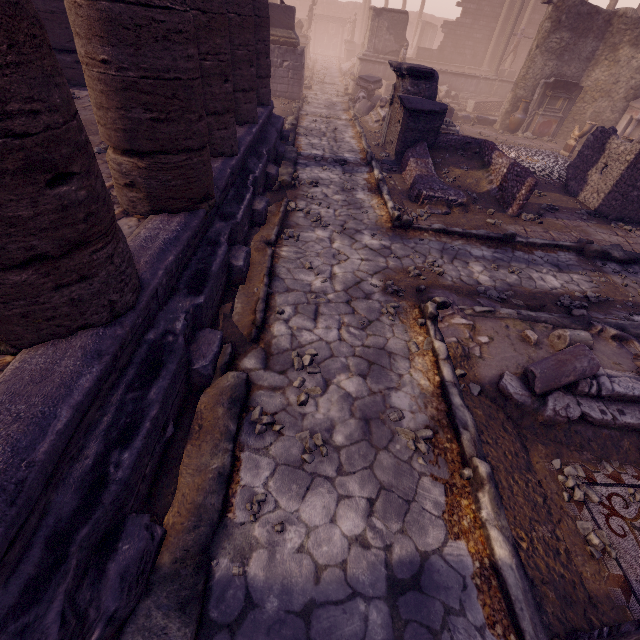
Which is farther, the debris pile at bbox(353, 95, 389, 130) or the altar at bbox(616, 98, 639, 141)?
the altar at bbox(616, 98, 639, 141)

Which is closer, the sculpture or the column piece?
the sculpture

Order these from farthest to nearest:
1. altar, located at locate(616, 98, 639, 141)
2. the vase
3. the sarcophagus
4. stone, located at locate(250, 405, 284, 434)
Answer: the sarcophagus → the vase → altar, located at locate(616, 98, 639, 141) → stone, located at locate(250, 405, 284, 434)

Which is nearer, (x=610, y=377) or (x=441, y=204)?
(x=610, y=377)

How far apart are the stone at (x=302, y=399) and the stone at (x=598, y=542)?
2.54m

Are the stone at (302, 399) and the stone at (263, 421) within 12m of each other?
yes

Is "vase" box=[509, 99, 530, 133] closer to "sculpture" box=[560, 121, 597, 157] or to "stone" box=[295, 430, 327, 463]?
"sculpture" box=[560, 121, 597, 157]

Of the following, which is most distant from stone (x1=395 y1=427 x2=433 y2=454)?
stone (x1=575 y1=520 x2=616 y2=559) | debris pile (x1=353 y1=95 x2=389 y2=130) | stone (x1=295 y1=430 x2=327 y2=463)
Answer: debris pile (x1=353 y1=95 x2=389 y2=130)
